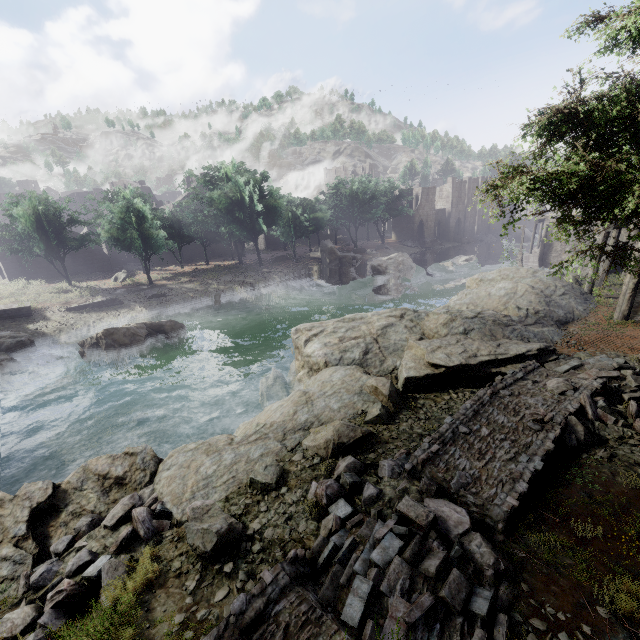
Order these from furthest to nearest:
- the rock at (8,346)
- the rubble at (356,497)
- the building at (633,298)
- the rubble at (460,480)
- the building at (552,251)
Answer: the building at (552,251), the rock at (8,346), the building at (633,298), the rubble at (460,480), the rubble at (356,497)

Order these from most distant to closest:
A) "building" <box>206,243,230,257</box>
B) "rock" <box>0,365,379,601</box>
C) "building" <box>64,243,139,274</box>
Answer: "building" <box>206,243,230,257</box>, "building" <box>64,243,139,274</box>, "rock" <box>0,365,379,601</box>

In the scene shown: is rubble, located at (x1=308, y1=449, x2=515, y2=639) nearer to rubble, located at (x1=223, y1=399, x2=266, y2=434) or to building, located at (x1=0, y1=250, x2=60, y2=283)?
building, located at (x1=0, y1=250, x2=60, y2=283)

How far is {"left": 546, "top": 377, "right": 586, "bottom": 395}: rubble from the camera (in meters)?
8.91

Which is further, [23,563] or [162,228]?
[162,228]

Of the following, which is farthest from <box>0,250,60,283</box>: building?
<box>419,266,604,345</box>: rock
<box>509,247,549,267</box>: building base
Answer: <box>419,266,604,345</box>: rock

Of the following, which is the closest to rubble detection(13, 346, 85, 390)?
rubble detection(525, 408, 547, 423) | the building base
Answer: rubble detection(525, 408, 547, 423)

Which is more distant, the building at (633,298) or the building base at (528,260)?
the building base at (528,260)
